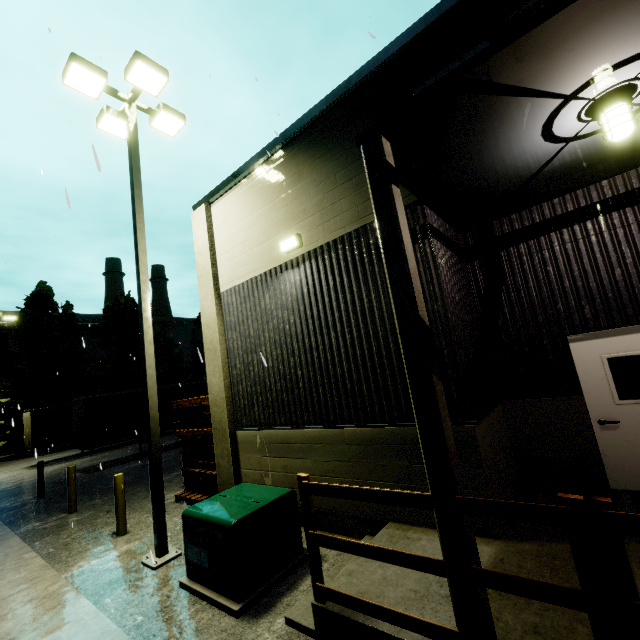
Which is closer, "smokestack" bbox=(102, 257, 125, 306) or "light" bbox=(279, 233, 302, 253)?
"light" bbox=(279, 233, 302, 253)

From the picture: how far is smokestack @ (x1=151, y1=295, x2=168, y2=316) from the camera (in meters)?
59.03

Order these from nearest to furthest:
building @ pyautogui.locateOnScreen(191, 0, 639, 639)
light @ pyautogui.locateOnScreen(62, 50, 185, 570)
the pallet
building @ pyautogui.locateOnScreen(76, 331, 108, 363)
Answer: building @ pyautogui.locateOnScreen(191, 0, 639, 639) → light @ pyautogui.locateOnScreen(62, 50, 185, 570) → the pallet → building @ pyautogui.locateOnScreen(76, 331, 108, 363)

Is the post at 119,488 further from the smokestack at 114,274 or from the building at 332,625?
the smokestack at 114,274

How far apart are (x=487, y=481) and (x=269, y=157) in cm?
746

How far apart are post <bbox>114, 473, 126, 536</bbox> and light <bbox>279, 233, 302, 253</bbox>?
6.5 meters

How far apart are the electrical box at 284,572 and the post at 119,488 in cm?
325

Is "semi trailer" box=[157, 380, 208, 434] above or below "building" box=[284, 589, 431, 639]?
above
